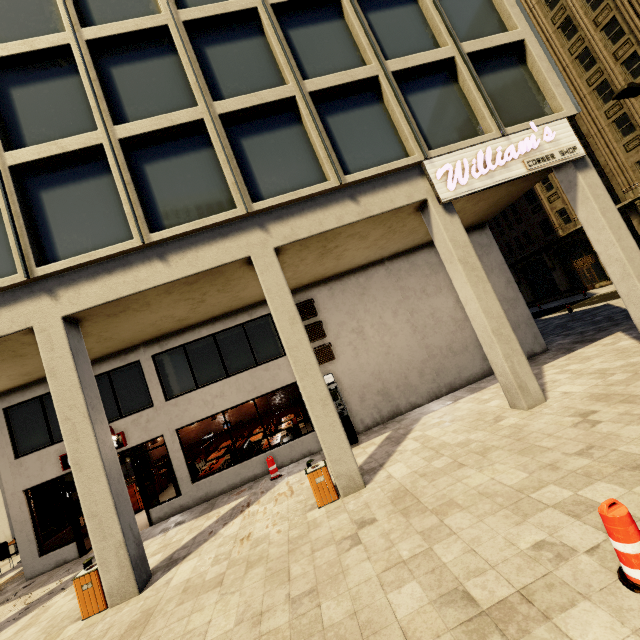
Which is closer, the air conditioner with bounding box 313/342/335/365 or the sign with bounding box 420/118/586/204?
the sign with bounding box 420/118/586/204

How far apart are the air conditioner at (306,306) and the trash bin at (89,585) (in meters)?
7.89

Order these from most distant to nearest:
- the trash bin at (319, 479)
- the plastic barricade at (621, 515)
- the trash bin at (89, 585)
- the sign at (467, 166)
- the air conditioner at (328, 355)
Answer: the air conditioner at (328, 355) → the sign at (467, 166) → the trash bin at (319, 479) → the trash bin at (89, 585) → the plastic barricade at (621, 515)

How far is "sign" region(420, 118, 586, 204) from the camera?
8.61m

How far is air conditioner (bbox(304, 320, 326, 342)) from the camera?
12.0m

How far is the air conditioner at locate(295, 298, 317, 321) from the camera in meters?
12.2

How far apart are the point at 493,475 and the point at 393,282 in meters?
8.7 m

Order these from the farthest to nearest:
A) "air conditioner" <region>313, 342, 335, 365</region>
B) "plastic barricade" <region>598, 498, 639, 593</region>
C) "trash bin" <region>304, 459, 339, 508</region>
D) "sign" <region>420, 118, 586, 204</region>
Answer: "air conditioner" <region>313, 342, 335, 365</region> → "sign" <region>420, 118, 586, 204</region> → "trash bin" <region>304, 459, 339, 508</region> → "plastic barricade" <region>598, 498, 639, 593</region>
